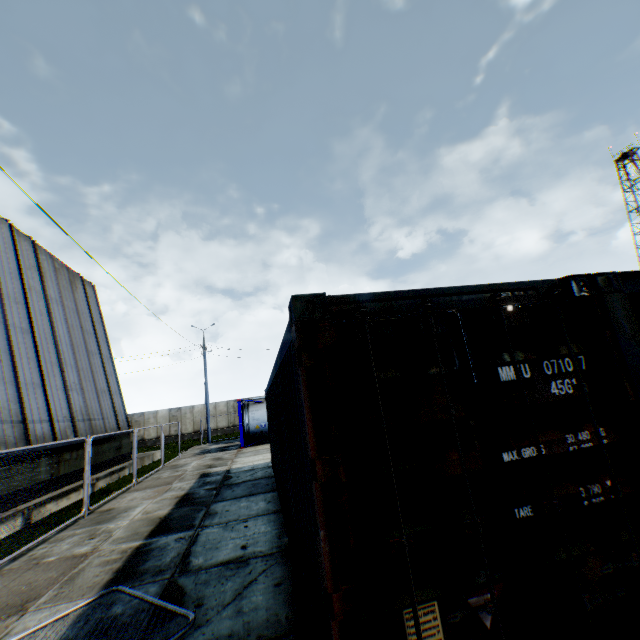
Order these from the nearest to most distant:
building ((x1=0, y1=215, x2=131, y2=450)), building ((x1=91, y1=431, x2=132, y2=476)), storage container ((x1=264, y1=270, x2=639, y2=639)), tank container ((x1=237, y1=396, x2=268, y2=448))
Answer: storage container ((x1=264, y1=270, x2=639, y2=639)) → building ((x1=0, y1=215, x2=131, y2=450)) → building ((x1=91, y1=431, x2=132, y2=476)) → tank container ((x1=237, y1=396, x2=268, y2=448))

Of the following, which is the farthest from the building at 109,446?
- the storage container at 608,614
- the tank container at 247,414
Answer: the storage container at 608,614

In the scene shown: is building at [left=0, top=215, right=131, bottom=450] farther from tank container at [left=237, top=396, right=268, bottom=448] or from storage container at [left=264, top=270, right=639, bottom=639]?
storage container at [left=264, top=270, right=639, bottom=639]

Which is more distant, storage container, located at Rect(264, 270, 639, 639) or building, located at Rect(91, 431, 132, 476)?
building, located at Rect(91, 431, 132, 476)

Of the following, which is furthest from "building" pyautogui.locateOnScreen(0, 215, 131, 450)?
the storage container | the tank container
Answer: the storage container

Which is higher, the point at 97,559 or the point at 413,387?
the point at 413,387
